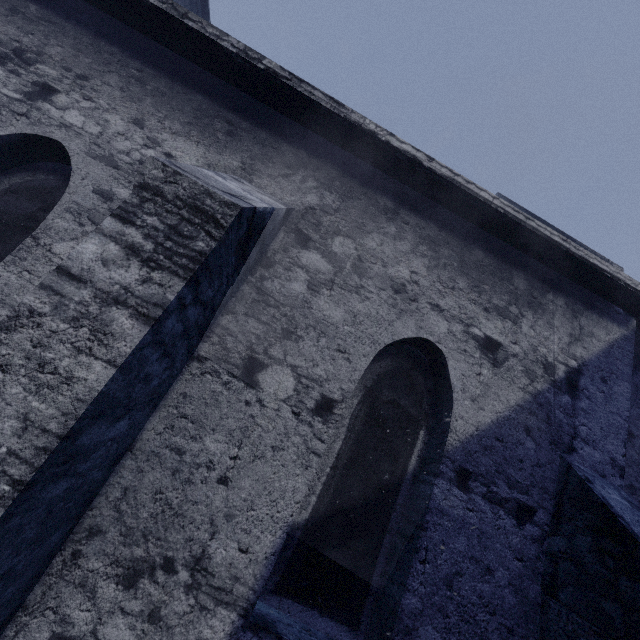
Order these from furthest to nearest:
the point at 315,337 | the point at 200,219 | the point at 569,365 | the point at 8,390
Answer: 1. the point at 569,365
2. the point at 315,337
3. the point at 200,219
4. the point at 8,390
